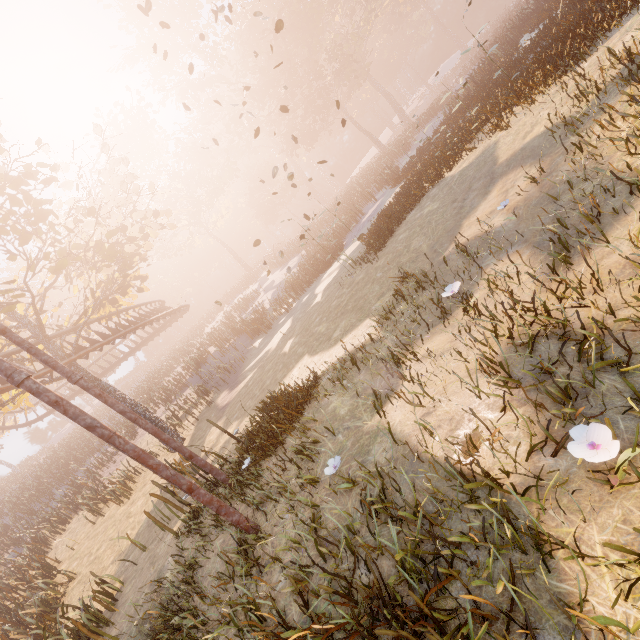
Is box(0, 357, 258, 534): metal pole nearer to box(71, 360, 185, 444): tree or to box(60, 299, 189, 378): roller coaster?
box(60, 299, 189, 378): roller coaster

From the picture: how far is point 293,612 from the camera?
3.2m

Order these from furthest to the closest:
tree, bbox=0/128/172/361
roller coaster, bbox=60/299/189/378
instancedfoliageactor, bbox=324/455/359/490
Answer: roller coaster, bbox=60/299/189/378
tree, bbox=0/128/172/361
instancedfoliageactor, bbox=324/455/359/490

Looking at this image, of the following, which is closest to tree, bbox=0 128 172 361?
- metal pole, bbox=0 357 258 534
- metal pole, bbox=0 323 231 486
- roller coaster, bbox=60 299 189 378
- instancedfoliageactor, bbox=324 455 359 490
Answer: roller coaster, bbox=60 299 189 378

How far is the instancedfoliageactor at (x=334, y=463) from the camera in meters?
3.7 m

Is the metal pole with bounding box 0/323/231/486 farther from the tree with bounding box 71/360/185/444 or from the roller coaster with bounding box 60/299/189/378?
the tree with bounding box 71/360/185/444

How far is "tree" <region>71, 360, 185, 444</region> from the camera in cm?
1519

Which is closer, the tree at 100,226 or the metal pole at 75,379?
the metal pole at 75,379
